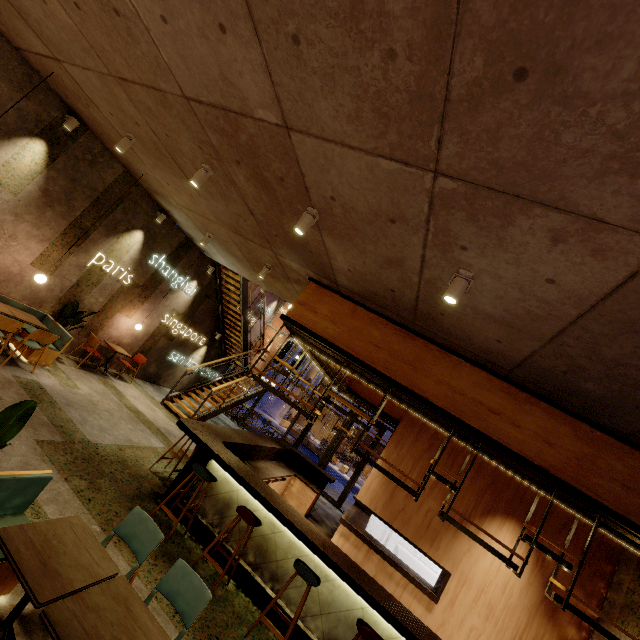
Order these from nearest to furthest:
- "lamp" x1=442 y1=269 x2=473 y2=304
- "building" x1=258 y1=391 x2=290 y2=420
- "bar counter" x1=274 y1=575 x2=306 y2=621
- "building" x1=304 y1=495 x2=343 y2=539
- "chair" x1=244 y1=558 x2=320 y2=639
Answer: "lamp" x1=442 y1=269 x2=473 y2=304 < "chair" x1=244 y1=558 x2=320 y2=639 < "bar counter" x1=274 y1=575 x2=306 y2=621 < "building" x1=304 y1=495 x2=343 y2=539 < "building" x1=258 y1=391 x2=290 y2=420

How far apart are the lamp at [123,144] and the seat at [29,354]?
3.53m

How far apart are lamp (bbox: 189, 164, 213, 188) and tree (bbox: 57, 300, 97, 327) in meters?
5.2

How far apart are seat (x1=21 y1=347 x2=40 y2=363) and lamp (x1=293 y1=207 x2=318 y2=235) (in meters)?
5.88

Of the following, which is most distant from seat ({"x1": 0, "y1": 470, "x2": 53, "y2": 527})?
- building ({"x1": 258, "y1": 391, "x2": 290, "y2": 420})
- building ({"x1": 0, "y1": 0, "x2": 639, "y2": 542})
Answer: building ({"x1": 258, "y1": 391, "x2": 290, "y2": 420})

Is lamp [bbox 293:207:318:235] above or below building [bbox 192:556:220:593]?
above

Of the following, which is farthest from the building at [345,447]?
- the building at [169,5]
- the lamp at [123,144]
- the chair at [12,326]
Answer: the lamp at [123,144]

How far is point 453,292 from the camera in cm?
317
